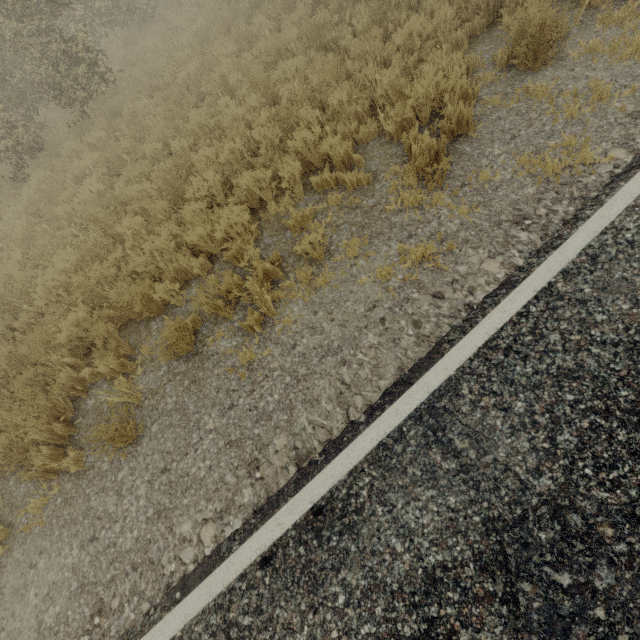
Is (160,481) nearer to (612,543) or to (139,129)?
(612,543)

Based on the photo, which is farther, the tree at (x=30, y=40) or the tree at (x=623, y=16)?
the tree at (x=30, y=40)

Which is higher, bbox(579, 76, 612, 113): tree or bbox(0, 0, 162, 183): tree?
bbox(0, 0, 162, 183): tree

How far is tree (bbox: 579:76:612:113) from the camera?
4.0m

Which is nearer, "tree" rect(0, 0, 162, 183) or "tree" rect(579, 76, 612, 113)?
"tree" rect(579, 76, 612, 113)
